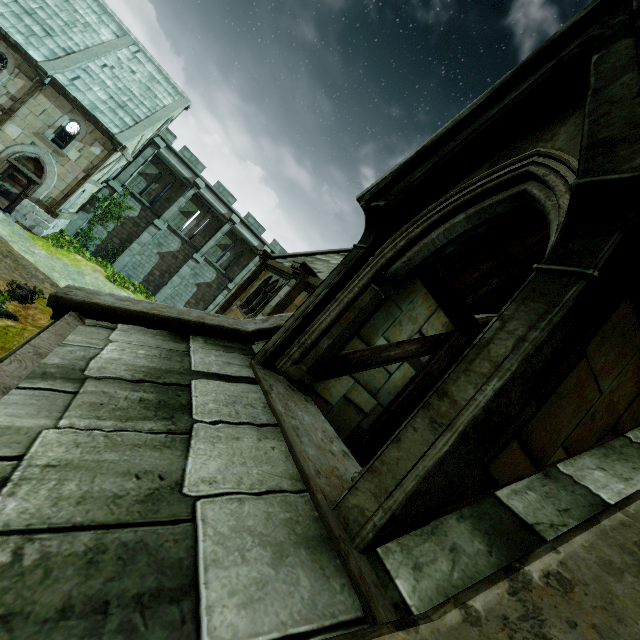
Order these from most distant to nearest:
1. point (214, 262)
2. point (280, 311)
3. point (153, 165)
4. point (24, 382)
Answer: point (214, 262), point (153, 165), point (280, 311), point (24, 382)

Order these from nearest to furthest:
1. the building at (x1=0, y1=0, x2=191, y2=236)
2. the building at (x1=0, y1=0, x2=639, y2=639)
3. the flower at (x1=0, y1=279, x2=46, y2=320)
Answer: the building at (x1=0, y1=0, x2=639, y2=639) < the flower at (x1=0, y1=279, x2=46, y2=320) < the building at (x1=0, y1=0, x2=191, y2=236)

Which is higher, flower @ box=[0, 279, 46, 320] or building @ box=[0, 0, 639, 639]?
building @ box=[0, 0, 639, 639]

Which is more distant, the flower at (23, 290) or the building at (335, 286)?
the flower at (23, 290)

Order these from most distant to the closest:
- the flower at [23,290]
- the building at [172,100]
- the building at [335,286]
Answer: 1. the building at [172,100]
2. the flower at [23,290]
3. the building at [335,286]

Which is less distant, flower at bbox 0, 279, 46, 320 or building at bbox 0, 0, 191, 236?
flower at bbox 0, 279, 46, 320
